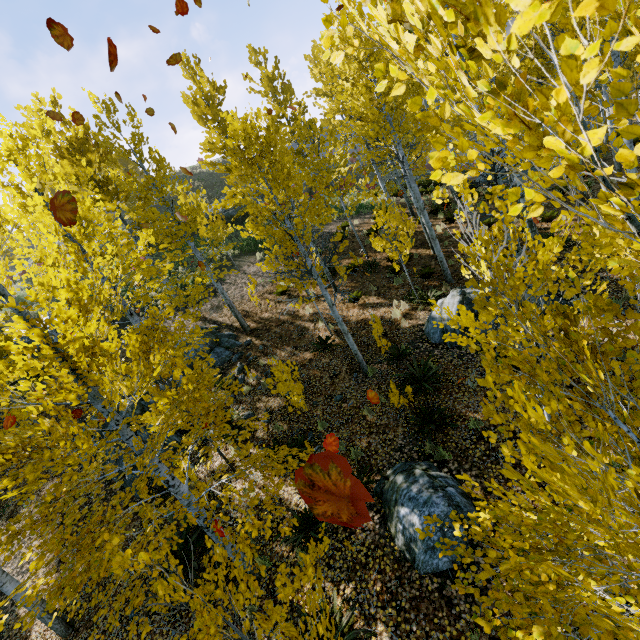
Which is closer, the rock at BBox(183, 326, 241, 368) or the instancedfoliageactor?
the instancedfoliageactor

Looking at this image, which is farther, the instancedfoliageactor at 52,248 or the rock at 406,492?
the rock at 406,492

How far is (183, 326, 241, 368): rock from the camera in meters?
13.1 m

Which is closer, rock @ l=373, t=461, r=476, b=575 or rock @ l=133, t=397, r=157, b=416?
rock @ l=373, t=461, r=476, b=575

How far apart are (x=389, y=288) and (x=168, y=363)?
8.7m

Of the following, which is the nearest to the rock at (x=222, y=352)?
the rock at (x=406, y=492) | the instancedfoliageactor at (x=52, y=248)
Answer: the instancedfoliageactor at (x=52, y=248)

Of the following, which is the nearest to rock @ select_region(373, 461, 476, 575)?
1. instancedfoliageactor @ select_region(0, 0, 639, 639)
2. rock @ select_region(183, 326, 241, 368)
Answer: instancedfoliageactor @ select_region(0, 0, 639, 639)

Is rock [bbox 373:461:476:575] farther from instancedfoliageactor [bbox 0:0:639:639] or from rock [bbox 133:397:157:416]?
rock [bbox 133:397:157:416]
